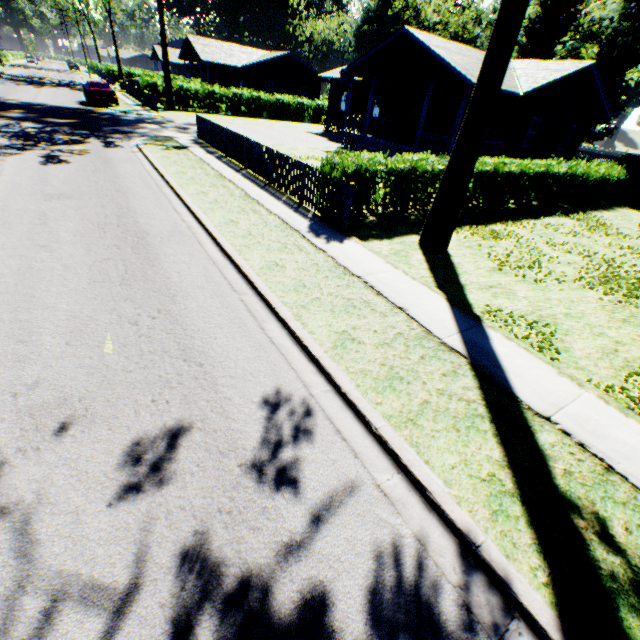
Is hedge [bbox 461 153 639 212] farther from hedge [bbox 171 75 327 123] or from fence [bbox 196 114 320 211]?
hedge [bbox 171 75 327 123]

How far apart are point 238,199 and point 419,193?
6.0 meters

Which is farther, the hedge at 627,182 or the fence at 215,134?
the hedge at 627,182

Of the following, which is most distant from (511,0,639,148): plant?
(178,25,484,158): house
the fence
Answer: (178,25,484,158): house

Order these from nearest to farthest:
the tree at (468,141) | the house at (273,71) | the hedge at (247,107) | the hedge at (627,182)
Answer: the tree at (468,141) < the hedge at (627,182) < the house at (273,71) < the hedge at (247,107)

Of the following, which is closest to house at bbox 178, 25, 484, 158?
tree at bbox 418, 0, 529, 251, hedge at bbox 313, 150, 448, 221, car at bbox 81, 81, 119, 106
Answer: hedge at bbox 313, 150, 448, 221

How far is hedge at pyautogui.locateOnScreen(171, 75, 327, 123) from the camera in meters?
32.1

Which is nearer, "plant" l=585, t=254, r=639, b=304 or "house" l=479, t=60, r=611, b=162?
"plant" l=585, t=254, r=639, b=304
